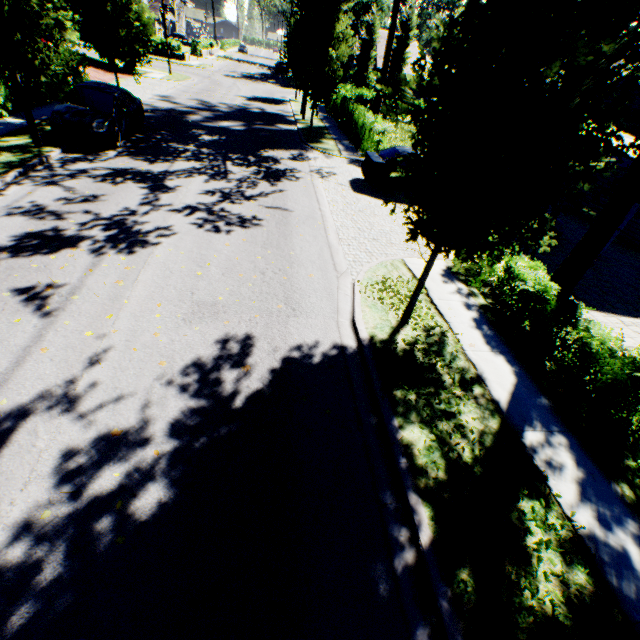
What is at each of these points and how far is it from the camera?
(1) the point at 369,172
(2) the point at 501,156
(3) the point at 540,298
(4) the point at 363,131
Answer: (1) car, 13.02m
(2) tree, 3.52m
(3) hedge, 6.56m
(4) hedge, 17.42m

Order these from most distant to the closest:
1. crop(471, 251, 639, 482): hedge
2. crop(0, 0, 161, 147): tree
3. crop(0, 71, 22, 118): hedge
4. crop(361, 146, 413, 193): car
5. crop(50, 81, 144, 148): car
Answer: crop(361, 146, 413, 193): car < crop(0, 71, 22, 118): hedge < crop(50, 81, 144, 148): car < crop(0, 0, 161, 147): tree < crop(471, 251, 639, 482): hedge

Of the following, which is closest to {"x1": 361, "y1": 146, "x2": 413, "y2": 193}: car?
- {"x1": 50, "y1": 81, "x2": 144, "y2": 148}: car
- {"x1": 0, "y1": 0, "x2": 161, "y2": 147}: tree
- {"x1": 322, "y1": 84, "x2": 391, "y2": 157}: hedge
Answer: {"x1": 0, "y1": 0, "x2": 161, "y2": 147}: tree

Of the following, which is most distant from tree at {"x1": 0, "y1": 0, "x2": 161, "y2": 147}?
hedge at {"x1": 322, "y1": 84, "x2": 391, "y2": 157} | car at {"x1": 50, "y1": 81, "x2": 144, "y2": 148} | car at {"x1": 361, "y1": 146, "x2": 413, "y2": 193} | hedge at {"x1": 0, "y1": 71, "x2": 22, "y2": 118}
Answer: car at {"x1": 361, "y1": 146, "x2": 413, "y2": 193}

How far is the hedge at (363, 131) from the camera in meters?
16.6 m

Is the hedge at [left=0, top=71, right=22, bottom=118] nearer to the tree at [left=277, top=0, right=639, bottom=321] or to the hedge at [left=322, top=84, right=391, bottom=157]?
the tree at [left=277, top=0, right=639, bottom=321]

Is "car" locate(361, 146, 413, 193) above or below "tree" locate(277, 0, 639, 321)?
below

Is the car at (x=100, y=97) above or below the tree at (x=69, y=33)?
below
